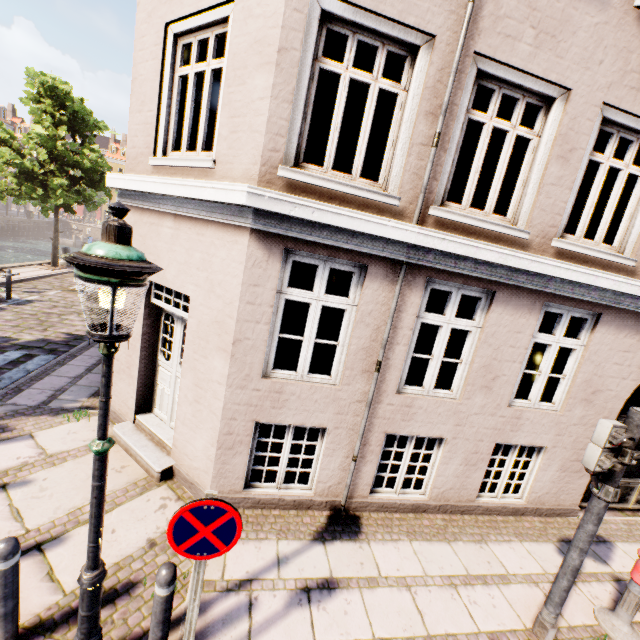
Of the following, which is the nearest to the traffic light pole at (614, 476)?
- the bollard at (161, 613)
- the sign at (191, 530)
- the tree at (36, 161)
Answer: the sign at (191, 530)

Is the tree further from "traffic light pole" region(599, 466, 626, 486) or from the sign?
"traffic light pole" region(599, 466, 626, 486)

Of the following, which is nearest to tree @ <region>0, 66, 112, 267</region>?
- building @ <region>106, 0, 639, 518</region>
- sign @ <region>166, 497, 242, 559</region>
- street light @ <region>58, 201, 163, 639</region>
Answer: building @ <region>106, 0, 639, 518</region>

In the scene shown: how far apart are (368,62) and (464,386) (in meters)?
15.98

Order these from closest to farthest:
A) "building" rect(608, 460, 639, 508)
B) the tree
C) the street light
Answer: the street light, "building" rect(608, 460, 639, 508), the tree

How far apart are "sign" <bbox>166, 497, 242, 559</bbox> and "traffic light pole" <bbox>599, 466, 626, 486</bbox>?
3.8 meters

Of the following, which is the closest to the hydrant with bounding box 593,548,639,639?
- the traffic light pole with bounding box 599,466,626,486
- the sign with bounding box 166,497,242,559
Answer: the traffic light pole with bounding box 599,466,626,486

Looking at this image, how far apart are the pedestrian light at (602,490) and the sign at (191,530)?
3.48m
